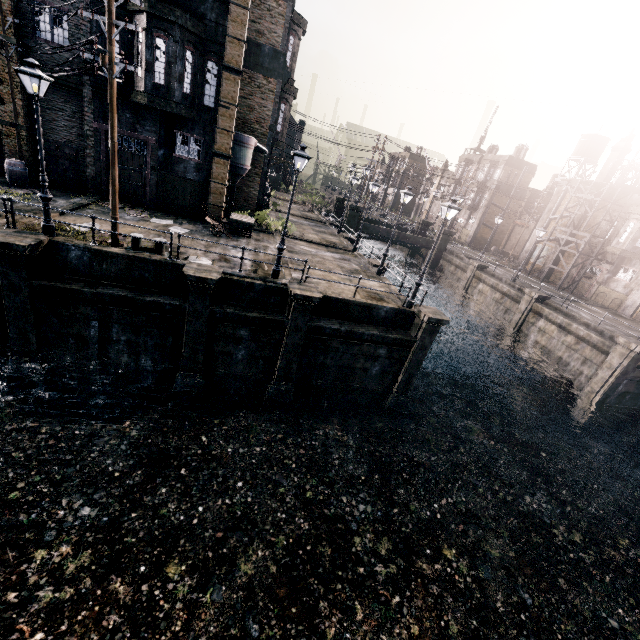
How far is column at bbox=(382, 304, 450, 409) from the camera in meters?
16.8 m

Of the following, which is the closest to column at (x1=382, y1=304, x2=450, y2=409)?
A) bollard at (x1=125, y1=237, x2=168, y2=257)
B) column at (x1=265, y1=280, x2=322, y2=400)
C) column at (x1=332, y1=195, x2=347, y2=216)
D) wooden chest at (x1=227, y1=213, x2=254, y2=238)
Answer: column at (x1=265, y1=280, x2=322, y2=400)

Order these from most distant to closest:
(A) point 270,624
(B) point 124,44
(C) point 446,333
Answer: (C) point 446,333
(B) point 124,44
(A) point 270,624

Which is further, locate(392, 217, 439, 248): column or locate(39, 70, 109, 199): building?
locate(392, 217, 439, 248): column

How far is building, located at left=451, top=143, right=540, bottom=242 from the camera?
49.2 meters

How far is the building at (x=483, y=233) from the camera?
52.86m

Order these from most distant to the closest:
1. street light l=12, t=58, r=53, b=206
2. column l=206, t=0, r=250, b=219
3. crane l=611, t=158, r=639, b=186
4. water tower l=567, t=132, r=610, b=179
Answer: water tower l=567, t=132, r=610, b=179
crane l=611, t=158, r=639, b=186
column l=206, t=0, r=250, b=219
street light l=12, t=58, r=53, b=206

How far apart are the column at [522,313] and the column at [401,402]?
15.9m
